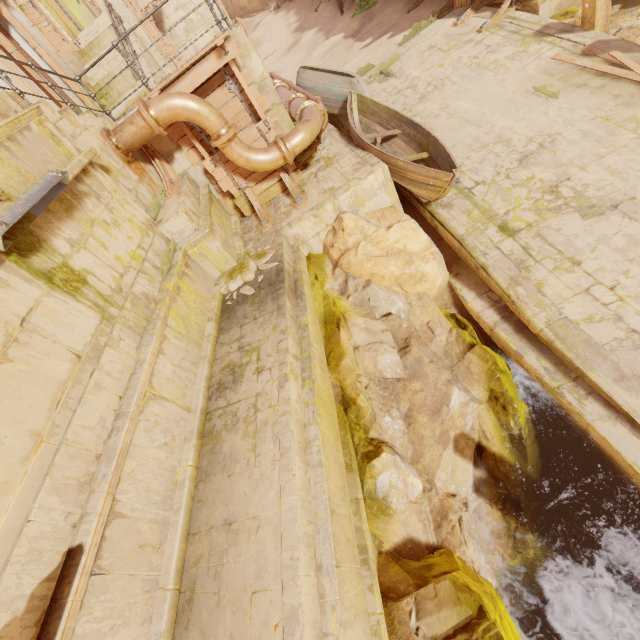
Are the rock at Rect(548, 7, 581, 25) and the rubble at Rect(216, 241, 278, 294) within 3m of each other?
no

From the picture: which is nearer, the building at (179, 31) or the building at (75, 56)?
the building at (75, 56)

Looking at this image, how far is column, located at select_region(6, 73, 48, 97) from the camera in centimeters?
848cm

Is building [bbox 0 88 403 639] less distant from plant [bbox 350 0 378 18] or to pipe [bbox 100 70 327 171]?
pipe [bbox 100 70 327 171]

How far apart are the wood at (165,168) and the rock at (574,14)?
11.2m

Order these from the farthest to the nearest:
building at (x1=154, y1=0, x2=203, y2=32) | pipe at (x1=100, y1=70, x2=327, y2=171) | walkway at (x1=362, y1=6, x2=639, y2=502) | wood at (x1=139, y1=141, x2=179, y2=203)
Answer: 1. building at (x1=154, y1=0, x2=203, y2=32)
2. wood at (x1=139, y1=141, x2=179, y2=203)
3. pipe at (x1=100, y1=70, x2=327, y2=171)
4. walkway at (x1=362, y1=6, x2=639, y2=502)

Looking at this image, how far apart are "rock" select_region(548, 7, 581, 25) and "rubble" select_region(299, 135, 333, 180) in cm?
685

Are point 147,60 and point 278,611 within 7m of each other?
no
